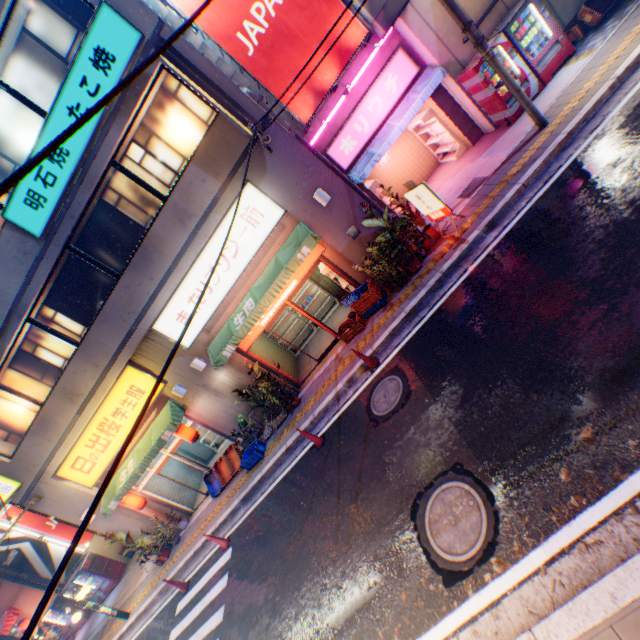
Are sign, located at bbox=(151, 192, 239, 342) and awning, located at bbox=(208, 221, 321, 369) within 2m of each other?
yes

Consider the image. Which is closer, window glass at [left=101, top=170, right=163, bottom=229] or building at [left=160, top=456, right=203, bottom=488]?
window glass at [left=101, top=170, right=163, bottom=229]

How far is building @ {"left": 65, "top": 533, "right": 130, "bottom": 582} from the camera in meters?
17.1 m

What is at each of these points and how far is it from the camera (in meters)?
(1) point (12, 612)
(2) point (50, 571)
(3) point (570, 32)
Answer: (1) awning, 17.61
(2) billboard, 16.91
(3) plastic crate, 9.47

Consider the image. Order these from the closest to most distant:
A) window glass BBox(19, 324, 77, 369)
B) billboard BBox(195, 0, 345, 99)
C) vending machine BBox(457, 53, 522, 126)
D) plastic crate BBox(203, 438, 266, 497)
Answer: billboard BBox(195, 0, 345, 99), vending machine BBox(457, 53, 522, 126), window glass BBox(19, 324, 77, 369), plastic crate BBox(203, 438, 266, 497)

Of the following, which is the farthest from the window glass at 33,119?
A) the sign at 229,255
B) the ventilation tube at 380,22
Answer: the ventilation tube at 380,22

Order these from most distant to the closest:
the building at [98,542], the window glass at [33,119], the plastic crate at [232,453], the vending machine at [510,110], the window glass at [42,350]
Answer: the building at [98,542]
the plastic crate at [232,453]
the window glass at [42,350]
the vending machine at [510,110]
the window glass at [33,119]

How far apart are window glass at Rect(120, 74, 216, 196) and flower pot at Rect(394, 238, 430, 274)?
6.4 meters
